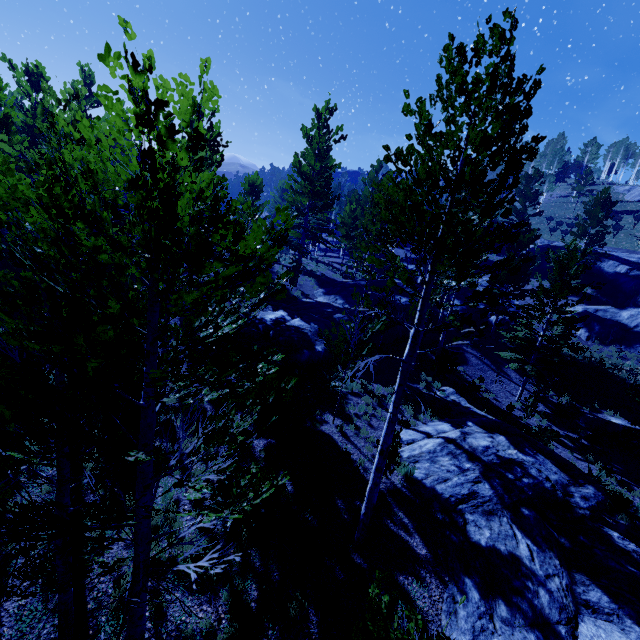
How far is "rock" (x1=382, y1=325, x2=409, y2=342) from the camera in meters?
20.9

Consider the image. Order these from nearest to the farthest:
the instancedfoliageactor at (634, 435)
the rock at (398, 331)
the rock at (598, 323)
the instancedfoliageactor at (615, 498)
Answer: the instancedfoliageactor at (615, 498)
the instancedfoliageactor at (634, 435)
the rock at (398, 331)
the rock at (598, 323)

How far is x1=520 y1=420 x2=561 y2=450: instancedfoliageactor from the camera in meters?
14.9

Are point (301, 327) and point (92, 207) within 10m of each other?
no

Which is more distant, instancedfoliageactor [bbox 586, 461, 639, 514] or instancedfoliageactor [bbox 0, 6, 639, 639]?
instancedfoliageactor [bbox 586, 461, 639, 514]

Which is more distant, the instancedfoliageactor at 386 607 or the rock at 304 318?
the rock at 304 318

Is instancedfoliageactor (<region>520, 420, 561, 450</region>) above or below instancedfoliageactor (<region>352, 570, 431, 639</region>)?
below

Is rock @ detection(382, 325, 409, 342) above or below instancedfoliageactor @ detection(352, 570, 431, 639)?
below
